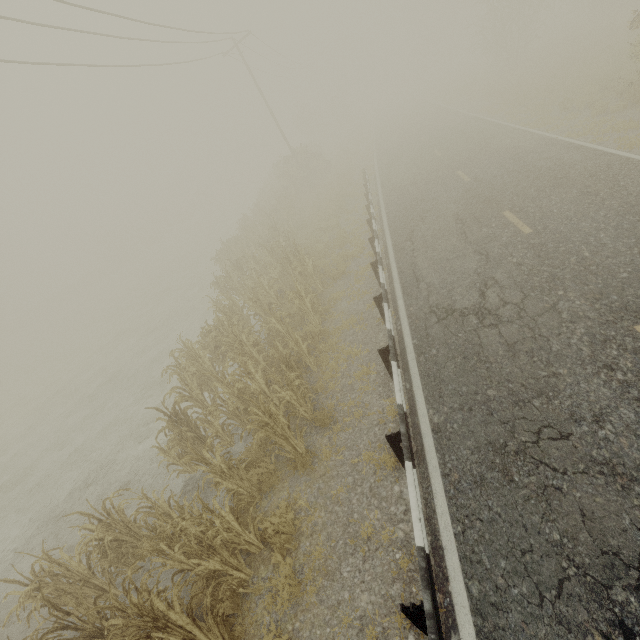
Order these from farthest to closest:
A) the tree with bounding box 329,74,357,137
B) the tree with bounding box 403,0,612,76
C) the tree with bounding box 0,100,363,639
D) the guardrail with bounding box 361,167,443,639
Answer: the tree with bounding box 329,74,357,137, the tree with bounding box 403,0,612,76, the tree with bounding box 0,100,363,639, the guardrail with bounding box 361,167,443,639

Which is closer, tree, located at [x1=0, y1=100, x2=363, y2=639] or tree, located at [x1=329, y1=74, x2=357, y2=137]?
tree, located at [x1=0, y1=100, x2=363, y2=639]

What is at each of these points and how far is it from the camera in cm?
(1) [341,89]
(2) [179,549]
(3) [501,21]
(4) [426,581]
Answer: (1) tree, 5541
(2) tree, 617
(3) tree, 2797
(4) guardrail, 331

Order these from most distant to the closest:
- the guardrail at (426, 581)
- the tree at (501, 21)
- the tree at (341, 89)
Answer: the tree at (341, 89) < the tree at (501, 21) < the guardrail at (426, 581)

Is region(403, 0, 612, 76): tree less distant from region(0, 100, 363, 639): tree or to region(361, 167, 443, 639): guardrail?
region(0, 100, 363, 639): tree

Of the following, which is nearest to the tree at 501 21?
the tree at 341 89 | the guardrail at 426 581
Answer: Answer: the tree at 341 89

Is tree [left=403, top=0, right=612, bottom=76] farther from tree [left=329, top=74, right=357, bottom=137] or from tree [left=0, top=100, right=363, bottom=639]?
tree [left=0, top=100, right=363, bottom=639]
